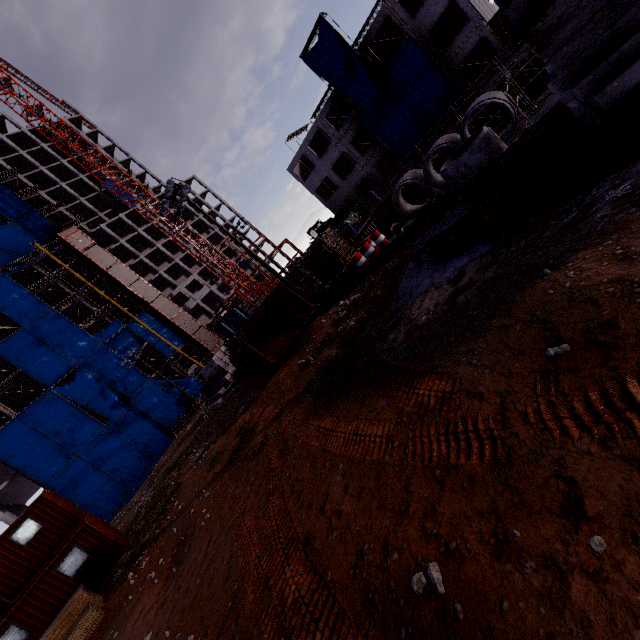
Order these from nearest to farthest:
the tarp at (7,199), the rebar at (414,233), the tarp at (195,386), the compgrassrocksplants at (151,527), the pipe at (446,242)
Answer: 1. the pipe at (446,242)
2. the rebar at (414,233)
3. the compgrassrocksplants at (151,527)
4. the tarp at (7,199)
5. the tarp at (195,386)

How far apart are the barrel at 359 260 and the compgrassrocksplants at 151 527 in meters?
15.9

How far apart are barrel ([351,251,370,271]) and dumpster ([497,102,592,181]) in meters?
8.1

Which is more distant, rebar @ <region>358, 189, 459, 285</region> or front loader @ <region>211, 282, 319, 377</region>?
front loader @ <region>211, 282, 319, 377</region>

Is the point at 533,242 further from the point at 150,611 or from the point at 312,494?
the point at 150,611

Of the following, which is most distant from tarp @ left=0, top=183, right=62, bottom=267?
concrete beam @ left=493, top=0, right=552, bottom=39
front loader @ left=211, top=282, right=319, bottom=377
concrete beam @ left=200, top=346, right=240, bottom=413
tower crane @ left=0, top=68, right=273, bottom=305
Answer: concrete beam @ left=493, top=0, right=552, bottom=39

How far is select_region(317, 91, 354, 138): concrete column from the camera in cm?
3625

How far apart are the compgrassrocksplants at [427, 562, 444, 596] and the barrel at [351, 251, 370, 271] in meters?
13.6 m
